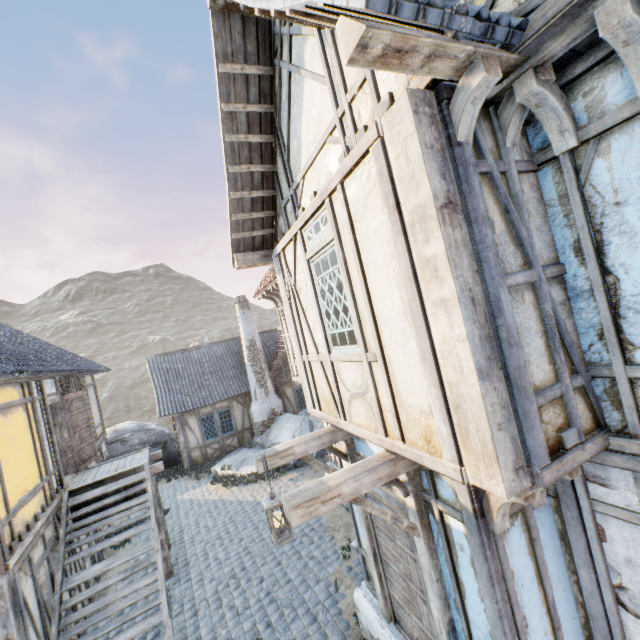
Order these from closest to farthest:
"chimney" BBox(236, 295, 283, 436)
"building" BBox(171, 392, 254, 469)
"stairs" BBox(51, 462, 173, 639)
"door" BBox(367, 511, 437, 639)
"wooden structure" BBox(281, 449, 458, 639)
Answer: "wooden structure" BBox(281, 449, 458, 639)
"door" BBox(367, 511, 437, 639)
"stairs" BBox(51, 462, 173, 639)
"building" BBox(171, 392, 254, 469)
"chimney" BBox(236, 295, 283, 436)

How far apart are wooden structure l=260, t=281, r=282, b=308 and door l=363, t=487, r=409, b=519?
6.02m

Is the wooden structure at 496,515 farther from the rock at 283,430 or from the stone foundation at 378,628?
the rock at 283,430

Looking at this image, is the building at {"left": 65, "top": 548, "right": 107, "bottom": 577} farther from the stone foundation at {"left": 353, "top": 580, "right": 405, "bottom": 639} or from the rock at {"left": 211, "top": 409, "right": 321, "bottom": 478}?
the stone foundation at {"left": 353, "top": 580, "right": 405, "bottom": 639}

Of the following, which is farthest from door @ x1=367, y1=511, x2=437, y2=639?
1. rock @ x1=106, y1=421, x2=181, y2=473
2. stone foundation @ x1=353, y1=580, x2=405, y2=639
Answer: rock @ x1=106, y1=421, x2=181, y2=473

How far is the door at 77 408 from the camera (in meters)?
9.10

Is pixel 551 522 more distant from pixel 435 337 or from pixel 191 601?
pixel 191 601

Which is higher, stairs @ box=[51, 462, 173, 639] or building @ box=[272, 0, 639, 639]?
building @ box=[272, 0, 639, 639]
